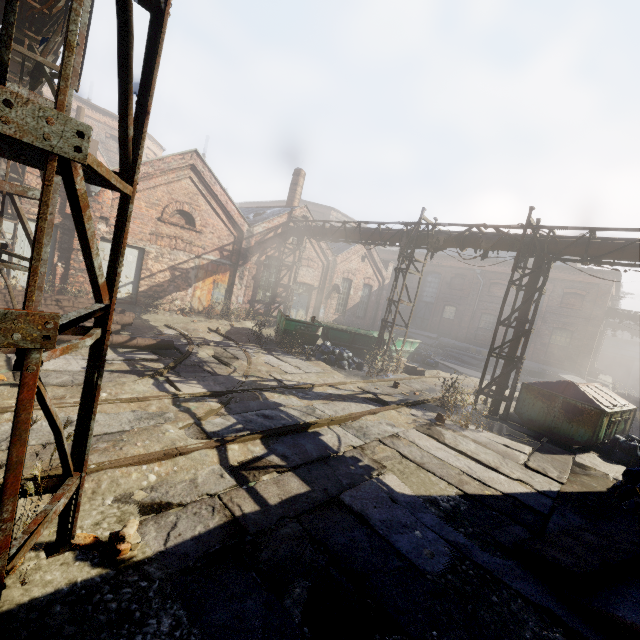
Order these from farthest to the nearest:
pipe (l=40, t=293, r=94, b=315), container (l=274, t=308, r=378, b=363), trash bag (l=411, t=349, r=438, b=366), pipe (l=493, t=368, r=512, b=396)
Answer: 1. trash bag (l=411, t=349, r=438, b=366)
2. container (l=274, t=308, r=378, b=363)
3. pipe (l=493, t=368, r=512, b=396)
4. pipe (l=40, t=293, r=94, b=315)

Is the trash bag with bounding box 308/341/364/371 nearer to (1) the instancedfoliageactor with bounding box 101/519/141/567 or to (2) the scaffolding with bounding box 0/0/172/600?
(2) the scaffolding with bounding box 0/0/172/600

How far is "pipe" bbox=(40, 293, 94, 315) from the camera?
8.7 meters

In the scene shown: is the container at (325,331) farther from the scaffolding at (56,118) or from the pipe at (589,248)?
the scaffolding at (56,118)

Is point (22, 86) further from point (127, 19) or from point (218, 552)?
point (218, 552)

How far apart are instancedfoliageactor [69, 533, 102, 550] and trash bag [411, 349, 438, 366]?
17.4 meters

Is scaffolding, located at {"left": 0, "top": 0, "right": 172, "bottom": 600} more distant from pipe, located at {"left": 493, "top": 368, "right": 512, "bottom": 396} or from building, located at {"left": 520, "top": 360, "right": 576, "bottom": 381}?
building, located at {"left": 520, "top": 360, "right": 576, "bottom": 381}

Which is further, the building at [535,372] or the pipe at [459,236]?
the building at [535,372]
